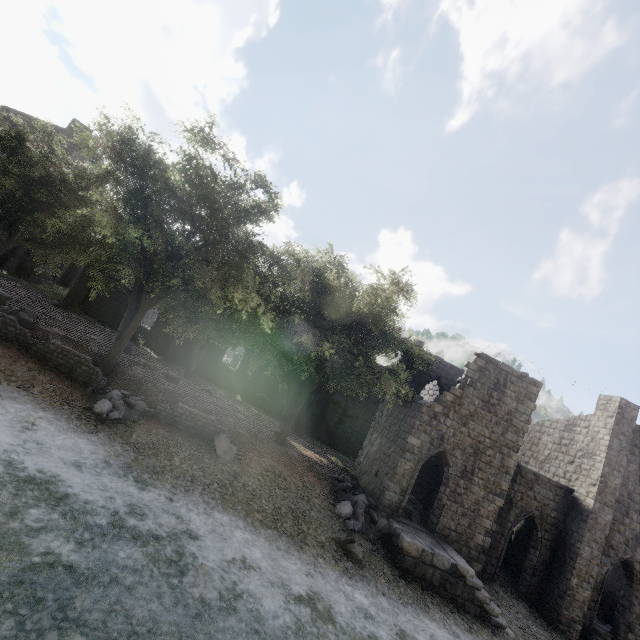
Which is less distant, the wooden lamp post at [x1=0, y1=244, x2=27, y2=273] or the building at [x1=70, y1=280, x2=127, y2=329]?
the wooden lamp post at [x1=0, y1=244, x2=27, y2=273]

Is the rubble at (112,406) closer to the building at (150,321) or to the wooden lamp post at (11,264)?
the building at (150,321)

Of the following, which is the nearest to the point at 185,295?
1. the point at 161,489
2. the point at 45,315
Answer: the point at 45,315

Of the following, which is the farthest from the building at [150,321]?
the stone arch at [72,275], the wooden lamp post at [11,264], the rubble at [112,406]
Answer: the rubble at [112,406]

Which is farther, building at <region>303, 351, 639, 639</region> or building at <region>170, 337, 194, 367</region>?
building at <region>170, 337, 194, 367</region>

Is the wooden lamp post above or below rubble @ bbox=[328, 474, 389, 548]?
above

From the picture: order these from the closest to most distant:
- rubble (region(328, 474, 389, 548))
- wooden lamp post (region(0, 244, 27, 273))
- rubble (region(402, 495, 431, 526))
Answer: rubble (region(328, 474, 389, 548)) < rubble (region(402, 495, 431, 526)) < wooden lamp post (region(0, 244, 27, 273))

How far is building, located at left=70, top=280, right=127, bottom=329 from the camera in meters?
27.2
